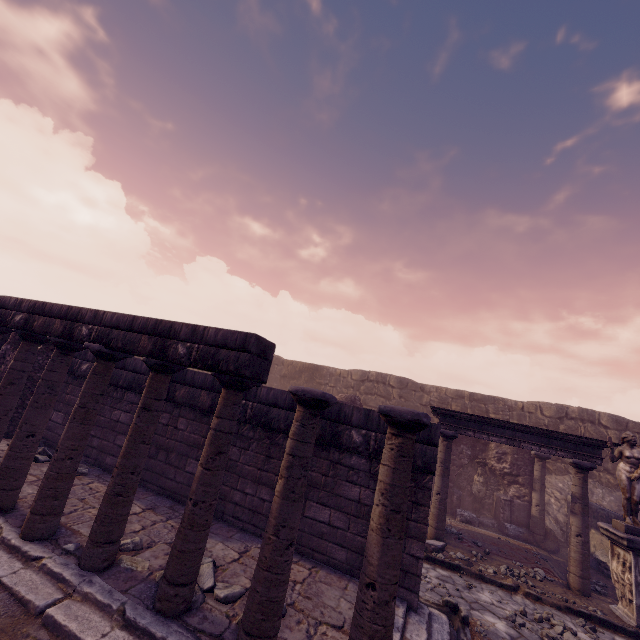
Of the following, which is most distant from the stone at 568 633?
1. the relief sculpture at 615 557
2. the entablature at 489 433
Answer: the entablature at 489 433

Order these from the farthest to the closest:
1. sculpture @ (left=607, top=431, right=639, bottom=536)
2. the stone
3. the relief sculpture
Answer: sculpture @ (left=607, top=431, right=639, bottom=536) < the relief sculpture < the stone

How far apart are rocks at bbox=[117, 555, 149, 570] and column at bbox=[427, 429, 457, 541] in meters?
7.7

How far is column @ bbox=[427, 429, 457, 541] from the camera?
9.0 meters

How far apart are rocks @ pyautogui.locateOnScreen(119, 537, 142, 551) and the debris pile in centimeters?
586cm

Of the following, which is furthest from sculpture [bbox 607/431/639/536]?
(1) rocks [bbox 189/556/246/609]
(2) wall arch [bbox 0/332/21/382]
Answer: (2) wall arch [bbox 0/332/21/382]

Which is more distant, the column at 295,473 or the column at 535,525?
the column at 535,525

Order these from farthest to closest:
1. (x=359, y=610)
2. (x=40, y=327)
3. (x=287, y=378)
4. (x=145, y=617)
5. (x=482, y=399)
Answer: (x=287, y=378) → (x=482, y=399) → (x=40, y=327) → (x=145, y=617) → (x=359, y=610)
